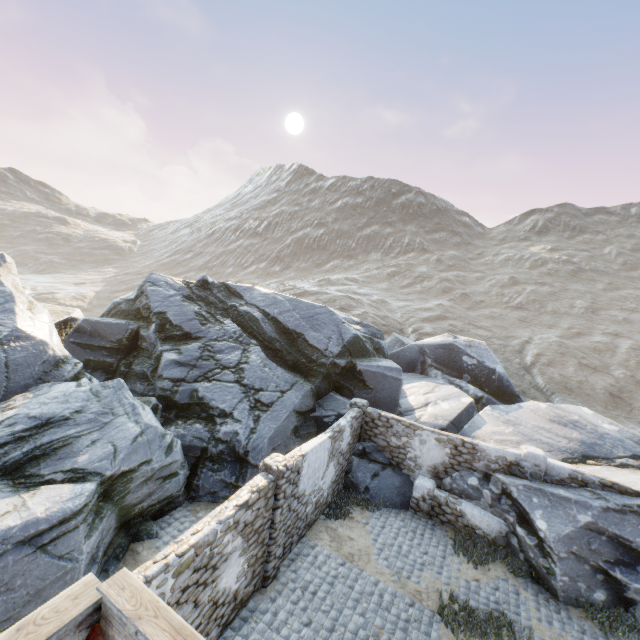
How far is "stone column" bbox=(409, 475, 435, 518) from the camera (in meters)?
11.68

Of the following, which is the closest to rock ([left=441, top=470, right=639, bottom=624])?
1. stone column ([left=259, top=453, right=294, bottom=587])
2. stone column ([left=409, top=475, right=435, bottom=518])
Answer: stone column ([left=409, top=475, right=435, bottom=518])

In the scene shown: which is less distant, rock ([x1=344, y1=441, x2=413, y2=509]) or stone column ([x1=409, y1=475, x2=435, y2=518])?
stone column ([x1=409, y1=475, x2=435, y2=518])

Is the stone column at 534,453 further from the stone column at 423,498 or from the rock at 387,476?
the stone column at 423,498

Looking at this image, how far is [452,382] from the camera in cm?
1917

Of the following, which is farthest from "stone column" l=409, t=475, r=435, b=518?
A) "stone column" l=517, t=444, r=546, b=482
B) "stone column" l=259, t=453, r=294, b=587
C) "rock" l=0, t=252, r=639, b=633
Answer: "stone column" l=259, t=453, r=294, b=587

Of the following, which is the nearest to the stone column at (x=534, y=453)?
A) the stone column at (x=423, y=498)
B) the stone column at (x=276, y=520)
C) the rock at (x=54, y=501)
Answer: the rock at (x=54, y=501)

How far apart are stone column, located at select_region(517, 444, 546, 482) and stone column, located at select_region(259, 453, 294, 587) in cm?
818
